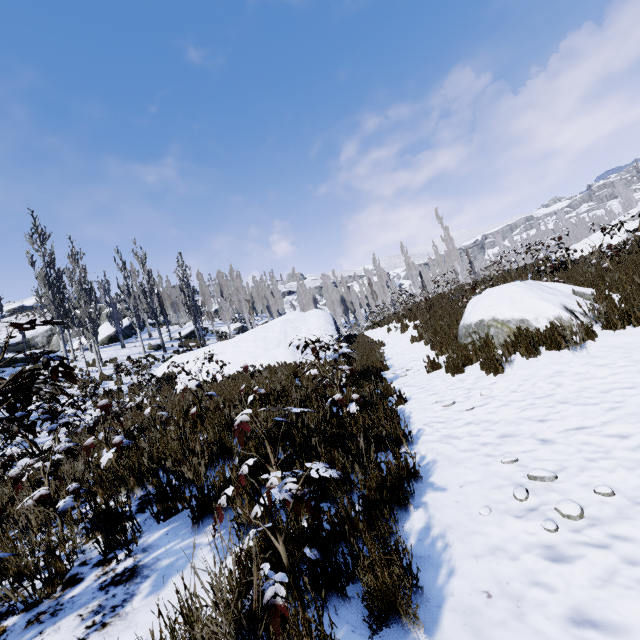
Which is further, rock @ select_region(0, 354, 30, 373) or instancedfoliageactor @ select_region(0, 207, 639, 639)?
rock @ select_region(0, 354, 30, 373)

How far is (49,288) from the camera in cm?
1936

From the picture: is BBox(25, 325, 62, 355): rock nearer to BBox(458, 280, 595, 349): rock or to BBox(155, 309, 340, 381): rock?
BBox(155, 309, 340, 381): rock

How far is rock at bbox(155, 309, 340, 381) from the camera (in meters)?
11.26

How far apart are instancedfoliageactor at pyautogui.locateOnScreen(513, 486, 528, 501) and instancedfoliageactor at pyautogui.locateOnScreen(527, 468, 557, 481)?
0.2 meters

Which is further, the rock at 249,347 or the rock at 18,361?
the rock at 18,361

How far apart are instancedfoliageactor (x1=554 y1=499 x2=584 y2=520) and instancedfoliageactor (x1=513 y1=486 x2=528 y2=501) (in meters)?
0.25

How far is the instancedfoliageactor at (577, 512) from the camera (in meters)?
2.25
